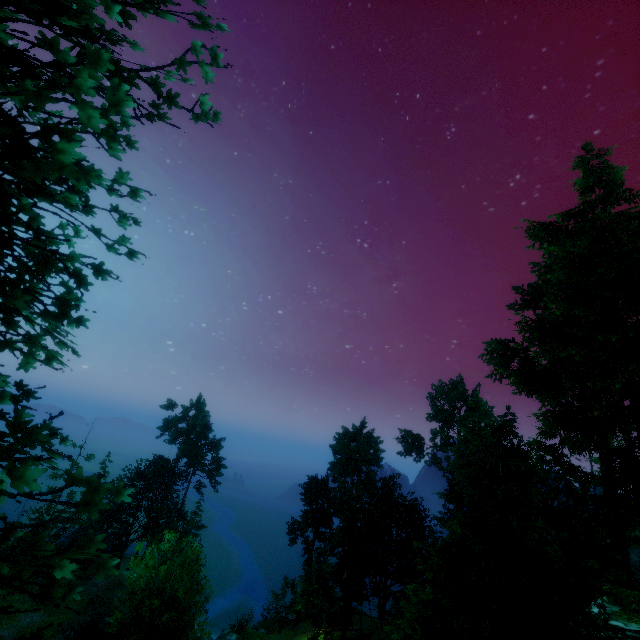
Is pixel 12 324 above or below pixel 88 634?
above

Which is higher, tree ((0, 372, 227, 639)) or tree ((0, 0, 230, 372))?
tree ((0, 0, 230, 372))

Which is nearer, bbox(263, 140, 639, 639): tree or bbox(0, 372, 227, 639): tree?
Result: bbox(0, 372, 227, 639): tree

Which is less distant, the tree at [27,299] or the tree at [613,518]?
the tree at [27,299]
